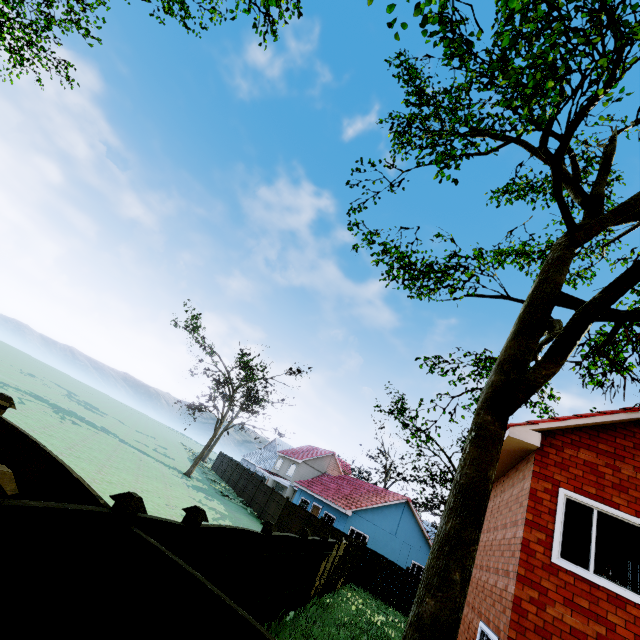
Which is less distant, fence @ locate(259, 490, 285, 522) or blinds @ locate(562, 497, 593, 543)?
blinds @ locate(562, 497, 593, 543)

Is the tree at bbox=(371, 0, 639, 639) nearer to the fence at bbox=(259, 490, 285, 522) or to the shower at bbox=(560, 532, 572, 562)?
the fence at bbox=(259, 490, 285, 522)

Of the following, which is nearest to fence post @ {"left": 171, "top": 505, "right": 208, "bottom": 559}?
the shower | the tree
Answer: the shower

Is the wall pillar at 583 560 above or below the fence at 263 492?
above

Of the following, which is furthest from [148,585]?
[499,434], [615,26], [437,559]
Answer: [615,26]

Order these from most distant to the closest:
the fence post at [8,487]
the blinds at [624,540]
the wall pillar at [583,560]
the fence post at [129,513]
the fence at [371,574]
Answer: the fence at [371,574]
the wall pillar at [583,560]
the blinds at [624,540]
the fence post at [129,513]
the fence post at [8,487]

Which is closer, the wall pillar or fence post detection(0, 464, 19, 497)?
fence post detection(0, 464, 19, 497)

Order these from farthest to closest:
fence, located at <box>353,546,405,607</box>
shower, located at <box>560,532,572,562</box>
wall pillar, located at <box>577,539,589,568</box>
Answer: fence, located at <box>353,546,405,607</box>, wall pillar, located at <box>577,539,589,568</box>, shower, located at <box>560,532,572,562</box>
